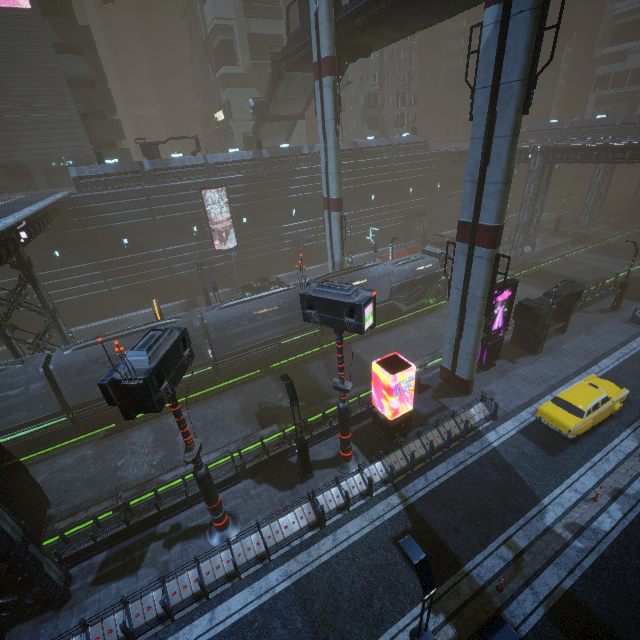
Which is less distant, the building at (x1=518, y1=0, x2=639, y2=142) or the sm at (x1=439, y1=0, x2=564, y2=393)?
the sm at (x1=439, y1=0, x2=564, y2=393)

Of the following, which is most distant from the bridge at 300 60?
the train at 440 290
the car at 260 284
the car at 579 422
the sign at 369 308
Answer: the car at 260 284

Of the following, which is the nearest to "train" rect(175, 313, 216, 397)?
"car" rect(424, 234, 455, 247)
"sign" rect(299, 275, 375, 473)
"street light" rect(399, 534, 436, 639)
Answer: "sign" rect(299, 275, 375, 473)

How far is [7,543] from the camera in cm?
994

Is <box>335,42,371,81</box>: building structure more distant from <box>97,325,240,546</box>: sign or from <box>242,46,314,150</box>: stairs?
<box>97,325,240,546</box>: sign

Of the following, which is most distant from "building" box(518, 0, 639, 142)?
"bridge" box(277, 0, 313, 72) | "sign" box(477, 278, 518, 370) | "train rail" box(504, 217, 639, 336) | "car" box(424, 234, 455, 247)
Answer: "bridge" box(277, 0, 313, 72)

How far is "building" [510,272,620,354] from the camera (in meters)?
21.08

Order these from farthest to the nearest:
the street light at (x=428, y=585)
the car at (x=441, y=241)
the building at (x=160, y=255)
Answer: the car at (x=441, y=241)
the building at (x=160, y=255)
the street light at (x=428, y=585)
